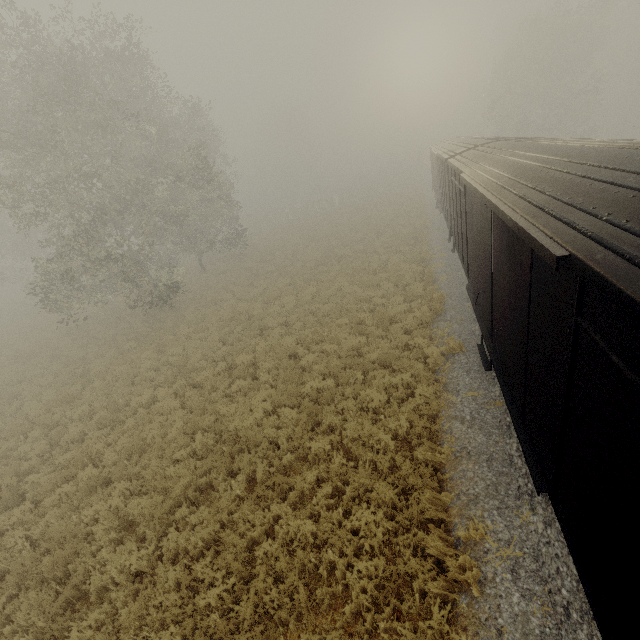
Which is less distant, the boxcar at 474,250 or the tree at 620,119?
the boxcar at 474,250

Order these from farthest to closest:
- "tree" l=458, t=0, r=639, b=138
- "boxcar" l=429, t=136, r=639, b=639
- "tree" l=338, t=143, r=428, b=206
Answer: "tree" l=338, t=143, r=428, b=206 → "tree" l=458, t=0, r=639, b=138 → "boxcar" l=429, t=136, r=639, b=639

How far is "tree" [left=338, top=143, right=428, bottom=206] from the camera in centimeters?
4831cm

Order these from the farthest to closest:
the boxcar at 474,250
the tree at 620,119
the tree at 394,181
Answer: the tree at 394,181 < the tree at 620,119 < the boxcar at 474,250

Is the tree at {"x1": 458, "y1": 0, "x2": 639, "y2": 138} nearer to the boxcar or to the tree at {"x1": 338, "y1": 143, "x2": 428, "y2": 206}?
the tree at {"x1": 338, "y1": 143, "x2": 428, "y2": 206}

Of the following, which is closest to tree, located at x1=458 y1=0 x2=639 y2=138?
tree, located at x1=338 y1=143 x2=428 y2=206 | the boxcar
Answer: tree, located at x1=338 y1=143 x2=428 y2=206

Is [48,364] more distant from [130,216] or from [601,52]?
[601,52]
